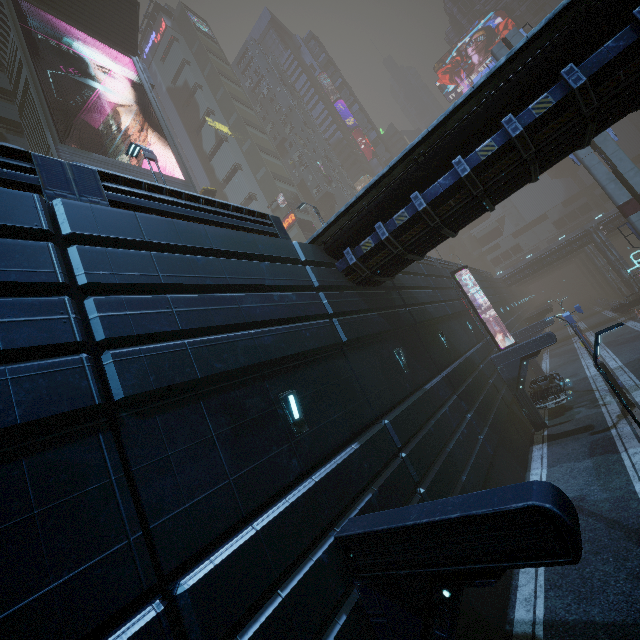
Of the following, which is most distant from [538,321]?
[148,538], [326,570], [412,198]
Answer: [148,538]

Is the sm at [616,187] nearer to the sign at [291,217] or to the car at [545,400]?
the car at [545,400]

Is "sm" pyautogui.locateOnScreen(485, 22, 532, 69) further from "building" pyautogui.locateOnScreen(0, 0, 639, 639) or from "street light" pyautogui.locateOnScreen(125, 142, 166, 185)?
"street light" pyautogui.locateOnScreen(125, 142, 166, 185)

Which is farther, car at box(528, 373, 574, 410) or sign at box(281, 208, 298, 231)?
sign at box(281, 208, 298, 231)

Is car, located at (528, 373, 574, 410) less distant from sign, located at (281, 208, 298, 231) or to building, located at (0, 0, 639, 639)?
building, located at (0, 0, 639, 639)

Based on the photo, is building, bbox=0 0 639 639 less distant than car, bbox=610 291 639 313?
Yes

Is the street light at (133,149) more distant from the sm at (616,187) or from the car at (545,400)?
the sm at (616,187)

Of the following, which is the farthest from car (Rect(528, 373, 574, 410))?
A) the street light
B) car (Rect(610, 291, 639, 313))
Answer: car (Rect(610, 291, 639, 313))
